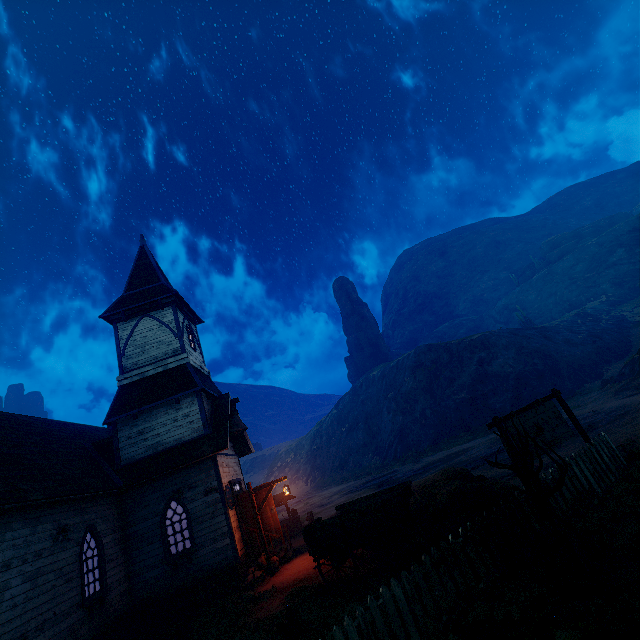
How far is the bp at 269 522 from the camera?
13.7m

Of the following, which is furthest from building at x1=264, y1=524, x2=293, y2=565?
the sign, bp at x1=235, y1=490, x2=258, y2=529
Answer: the sign

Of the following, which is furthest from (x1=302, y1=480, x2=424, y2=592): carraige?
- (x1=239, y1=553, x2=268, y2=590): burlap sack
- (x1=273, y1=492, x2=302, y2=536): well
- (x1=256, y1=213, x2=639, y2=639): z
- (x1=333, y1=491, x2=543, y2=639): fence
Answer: (x1=273, y1=492, x2=302, y2=536): well

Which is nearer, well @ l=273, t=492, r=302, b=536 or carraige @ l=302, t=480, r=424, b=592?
carraige @ l=302, t=480, r=424, b=592

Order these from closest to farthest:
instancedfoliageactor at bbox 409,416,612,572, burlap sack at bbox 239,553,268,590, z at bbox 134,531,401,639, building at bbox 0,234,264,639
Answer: instancedfoliageactor at bbox 409,416,612,572, z at bbox 134,531,401,639, building at bbox 0,234,264,639, burlap sack at bbox 239,553,268,590

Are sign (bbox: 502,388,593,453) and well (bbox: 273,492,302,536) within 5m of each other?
no

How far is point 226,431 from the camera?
14.0 meters

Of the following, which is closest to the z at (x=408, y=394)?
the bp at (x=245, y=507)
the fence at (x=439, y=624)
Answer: the fence at (x=439, y=624)
